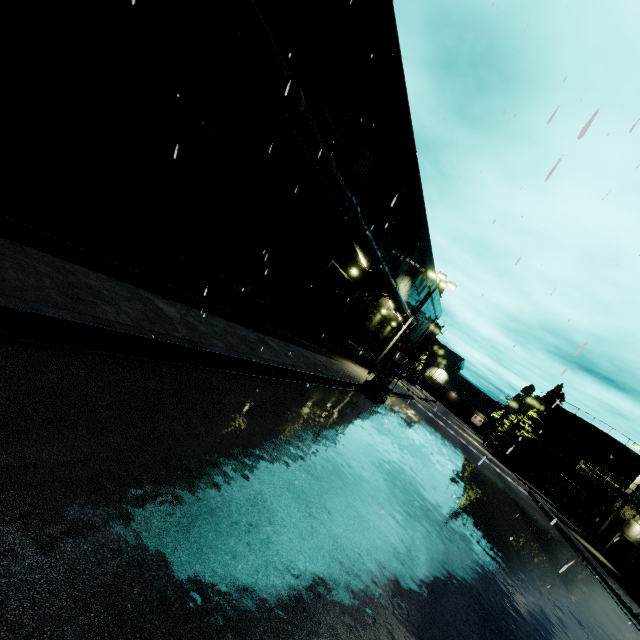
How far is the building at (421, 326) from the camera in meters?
35.1 m

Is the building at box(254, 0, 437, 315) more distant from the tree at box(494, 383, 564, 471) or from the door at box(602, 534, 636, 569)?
the tree at box(494, 383, 564, 471)

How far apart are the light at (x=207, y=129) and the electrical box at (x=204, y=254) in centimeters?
316cm

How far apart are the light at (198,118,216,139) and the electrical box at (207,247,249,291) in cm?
347

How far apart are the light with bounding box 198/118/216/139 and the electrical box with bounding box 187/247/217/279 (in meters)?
3.16

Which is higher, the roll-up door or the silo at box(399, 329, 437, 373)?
the silo at box(399, 329, 437, 373)

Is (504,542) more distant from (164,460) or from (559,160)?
(559,160)

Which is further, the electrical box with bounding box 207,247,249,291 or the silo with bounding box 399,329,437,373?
the silo with bounding box 399,329,437,373
